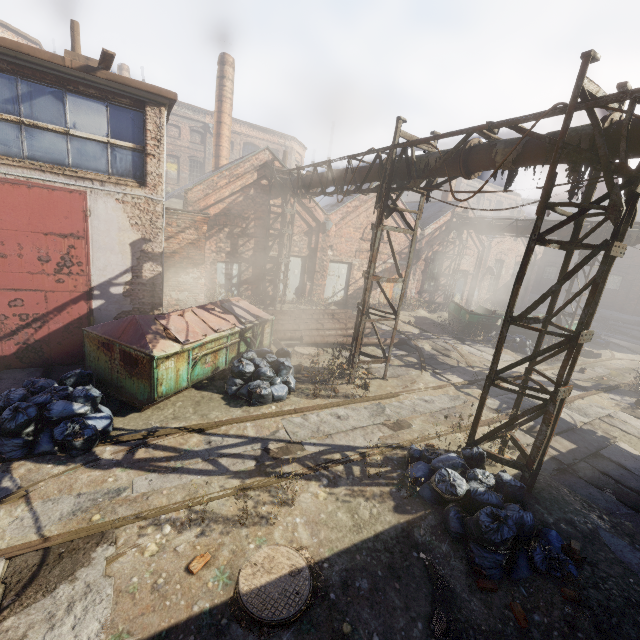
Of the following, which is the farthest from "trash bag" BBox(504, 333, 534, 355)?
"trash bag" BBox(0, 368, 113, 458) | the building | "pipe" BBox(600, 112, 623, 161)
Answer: the building

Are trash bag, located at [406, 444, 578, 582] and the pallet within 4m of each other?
no

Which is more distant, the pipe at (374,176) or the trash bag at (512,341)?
the trash bag at (512,341)

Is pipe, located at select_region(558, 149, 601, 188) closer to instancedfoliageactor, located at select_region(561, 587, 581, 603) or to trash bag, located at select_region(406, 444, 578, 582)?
trash bag, located at select_region(406, 444, 578, 582)

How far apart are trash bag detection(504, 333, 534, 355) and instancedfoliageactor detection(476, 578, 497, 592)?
13.5m

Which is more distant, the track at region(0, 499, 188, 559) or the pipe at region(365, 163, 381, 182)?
the pipe at region(365, 163, 381, 182)

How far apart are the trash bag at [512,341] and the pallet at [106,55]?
Result: 17.3 meters

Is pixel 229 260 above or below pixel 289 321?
above
